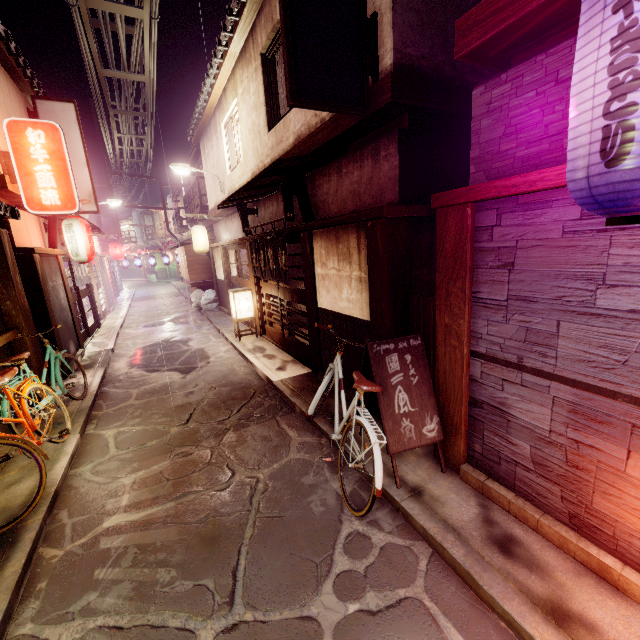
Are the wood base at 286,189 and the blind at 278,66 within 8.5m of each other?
yes

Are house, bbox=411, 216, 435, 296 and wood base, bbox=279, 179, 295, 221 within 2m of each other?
no

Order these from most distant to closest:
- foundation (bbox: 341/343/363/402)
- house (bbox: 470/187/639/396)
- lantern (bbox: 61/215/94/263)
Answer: lantern (bbox: 61/215/94/263) → foundation (bbox: 341/343/363/402) → house (bbox: 470/187/639/396)

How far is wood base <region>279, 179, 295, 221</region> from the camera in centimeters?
1092cm

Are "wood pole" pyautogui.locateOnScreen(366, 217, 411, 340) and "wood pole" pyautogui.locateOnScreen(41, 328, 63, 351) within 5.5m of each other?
no

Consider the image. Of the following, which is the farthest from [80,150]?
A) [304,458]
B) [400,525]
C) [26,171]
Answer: [400,525]

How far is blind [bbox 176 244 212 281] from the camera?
27.1m

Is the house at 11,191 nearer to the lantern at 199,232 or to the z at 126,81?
the z at 126,81
